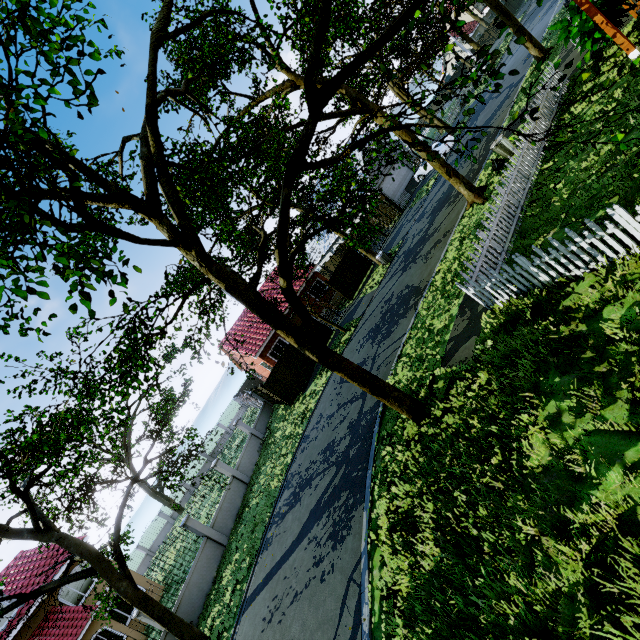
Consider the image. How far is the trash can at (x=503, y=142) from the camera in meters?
13.3 m

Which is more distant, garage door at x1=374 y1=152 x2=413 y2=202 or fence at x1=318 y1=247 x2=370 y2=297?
garage door at x1=374 y1=152 x2=413 y2=202

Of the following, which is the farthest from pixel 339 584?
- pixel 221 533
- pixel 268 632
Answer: pixel 221 533

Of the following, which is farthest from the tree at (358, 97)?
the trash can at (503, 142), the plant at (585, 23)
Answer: the plant at (585, 23)

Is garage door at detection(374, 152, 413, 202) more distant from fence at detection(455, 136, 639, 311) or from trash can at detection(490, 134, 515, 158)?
trash can at detection(490, 134, 515, 158)

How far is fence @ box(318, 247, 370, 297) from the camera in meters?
25.1 m

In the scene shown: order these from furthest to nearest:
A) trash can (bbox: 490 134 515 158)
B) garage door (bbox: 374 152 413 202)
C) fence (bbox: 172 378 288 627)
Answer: garage door (bbox: 374 152 413 202)
fence (bbox: 172 378 288 627)
trash can (bbox: 490 134 515 158)

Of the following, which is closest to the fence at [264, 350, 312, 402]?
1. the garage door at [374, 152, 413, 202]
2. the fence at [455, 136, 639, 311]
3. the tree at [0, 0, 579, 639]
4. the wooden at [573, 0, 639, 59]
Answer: the tree at [0, 0, 579, 639]
